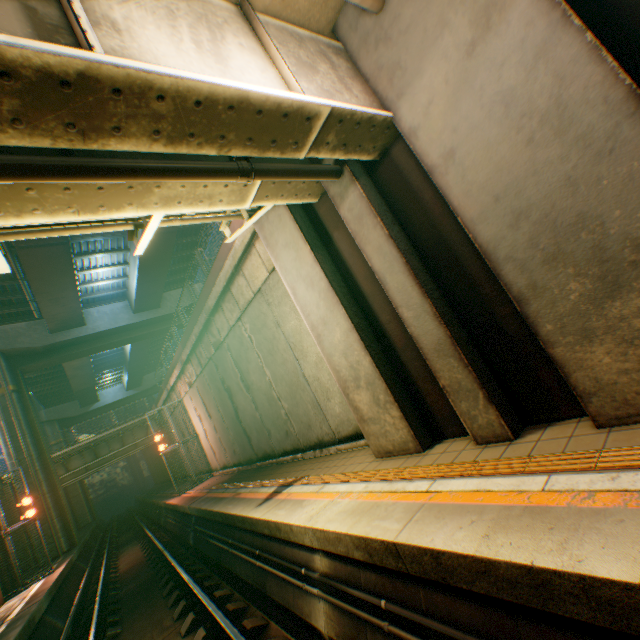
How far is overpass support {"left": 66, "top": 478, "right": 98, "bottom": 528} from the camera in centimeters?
3909cm

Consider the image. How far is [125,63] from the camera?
2.13m

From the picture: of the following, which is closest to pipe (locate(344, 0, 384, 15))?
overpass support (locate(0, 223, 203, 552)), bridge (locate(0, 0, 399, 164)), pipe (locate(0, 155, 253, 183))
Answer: bridge (locate(0, 0, 399, 164))

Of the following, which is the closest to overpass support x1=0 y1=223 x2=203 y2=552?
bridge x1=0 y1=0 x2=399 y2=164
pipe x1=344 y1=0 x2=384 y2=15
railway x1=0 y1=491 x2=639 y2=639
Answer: bridge x1=0 y1=0 x2=399 y2=164

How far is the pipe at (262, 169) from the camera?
3.9 meters

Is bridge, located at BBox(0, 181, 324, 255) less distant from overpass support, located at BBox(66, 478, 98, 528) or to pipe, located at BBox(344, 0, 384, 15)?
overpass support, located at BBox(66, 478, 98, 528)

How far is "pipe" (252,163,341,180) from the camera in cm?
394

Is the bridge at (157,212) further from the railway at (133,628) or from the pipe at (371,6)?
the railway at (133,628)
